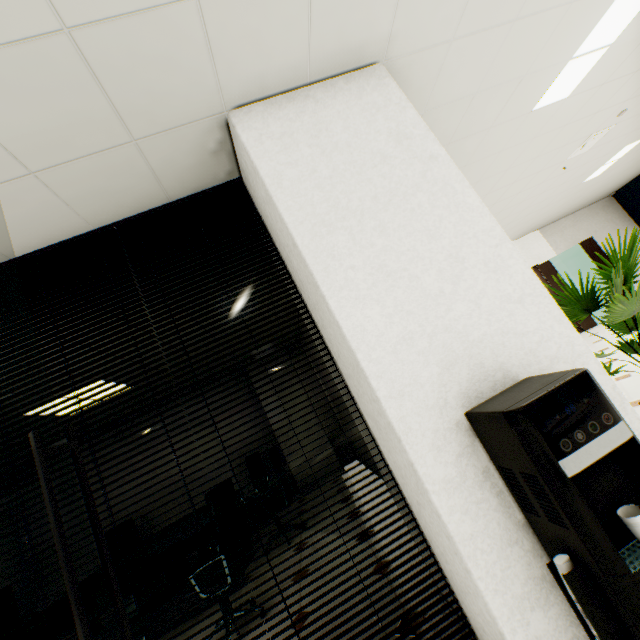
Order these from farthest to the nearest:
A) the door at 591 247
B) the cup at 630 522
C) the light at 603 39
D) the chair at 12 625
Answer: the door at 591 247
the chair at 12 625
the light at 603 39
the cup at 630 522

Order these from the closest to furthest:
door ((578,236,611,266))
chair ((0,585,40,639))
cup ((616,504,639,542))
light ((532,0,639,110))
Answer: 1. cup ((616,504,639,542))
2. light ((532,0,639,110))
3. chair ((0,585,40,639))
4. door ((578,236,611,266))

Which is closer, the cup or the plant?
the cup

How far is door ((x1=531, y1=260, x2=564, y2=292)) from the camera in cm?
863

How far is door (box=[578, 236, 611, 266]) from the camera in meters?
8.3

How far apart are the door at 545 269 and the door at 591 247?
0.7m

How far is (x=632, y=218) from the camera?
9.5m

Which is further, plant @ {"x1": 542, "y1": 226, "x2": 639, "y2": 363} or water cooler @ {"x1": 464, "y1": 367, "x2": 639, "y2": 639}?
plant @ {"x1": 542, "y1": 226, "x2": 639, "y2": 363}
